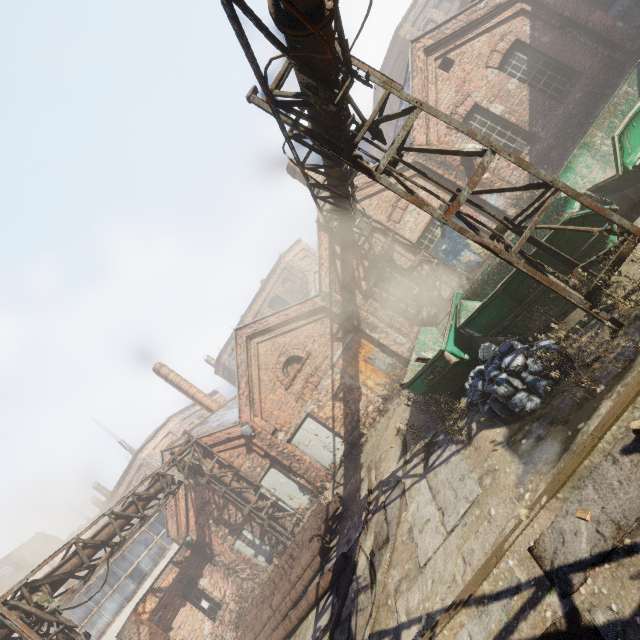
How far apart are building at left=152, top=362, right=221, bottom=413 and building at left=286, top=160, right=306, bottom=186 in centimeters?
1502cm

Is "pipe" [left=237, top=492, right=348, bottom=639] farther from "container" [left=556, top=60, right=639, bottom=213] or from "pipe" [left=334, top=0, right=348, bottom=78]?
"container" [left=556, top=60, right=639, bottom=213]

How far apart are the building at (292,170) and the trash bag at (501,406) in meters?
10.7 m

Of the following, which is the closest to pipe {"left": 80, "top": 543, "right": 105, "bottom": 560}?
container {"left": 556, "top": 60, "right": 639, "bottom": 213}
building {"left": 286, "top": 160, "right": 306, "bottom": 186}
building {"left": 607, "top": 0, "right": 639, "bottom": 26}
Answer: container {"left": 556, "top": 60, "right": 639, "bottom": 213}

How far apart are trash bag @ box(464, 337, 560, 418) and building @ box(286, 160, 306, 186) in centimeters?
1069cm

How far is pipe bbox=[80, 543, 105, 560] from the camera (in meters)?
8.80

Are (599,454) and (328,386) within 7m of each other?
no

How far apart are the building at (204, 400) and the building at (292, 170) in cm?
1502
